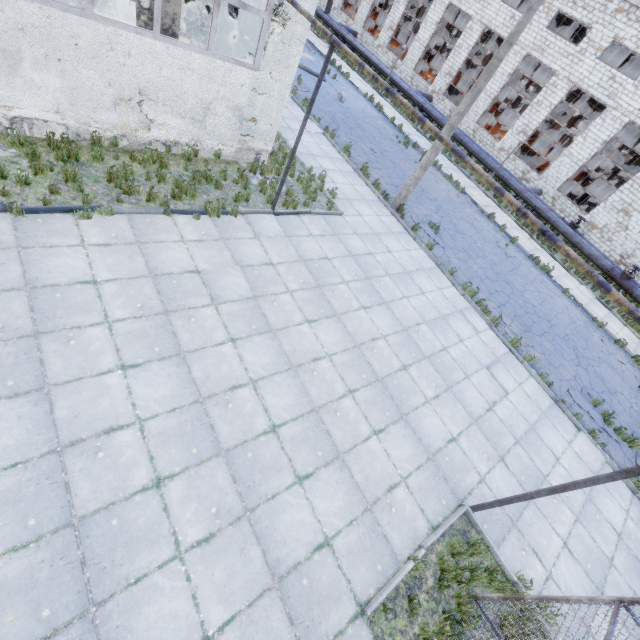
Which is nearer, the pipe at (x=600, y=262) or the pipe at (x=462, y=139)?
the pipe at (x=600, y=262)

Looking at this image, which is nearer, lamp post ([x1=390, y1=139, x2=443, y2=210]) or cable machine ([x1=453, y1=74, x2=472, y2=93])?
lamp post ([x1=390, y1=139, x2=443, y2=210])

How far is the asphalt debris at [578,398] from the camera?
10.5m

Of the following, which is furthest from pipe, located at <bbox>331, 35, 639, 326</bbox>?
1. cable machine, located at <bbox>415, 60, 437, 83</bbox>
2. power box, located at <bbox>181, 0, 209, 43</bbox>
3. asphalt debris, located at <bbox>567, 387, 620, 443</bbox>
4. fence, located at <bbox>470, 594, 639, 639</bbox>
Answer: fence, located at <bbox>470, 594, 639, 639</bbox>

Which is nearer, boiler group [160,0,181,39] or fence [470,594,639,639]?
fence [470,594,639,639]

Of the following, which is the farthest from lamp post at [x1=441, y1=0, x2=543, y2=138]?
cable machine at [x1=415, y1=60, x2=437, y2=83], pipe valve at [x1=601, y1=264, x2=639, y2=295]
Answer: cable machine at [x1=415, y1=60, x2=437, y2=83]

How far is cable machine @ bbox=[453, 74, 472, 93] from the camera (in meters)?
39.97

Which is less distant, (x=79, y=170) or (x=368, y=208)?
(x=79, y=170)
